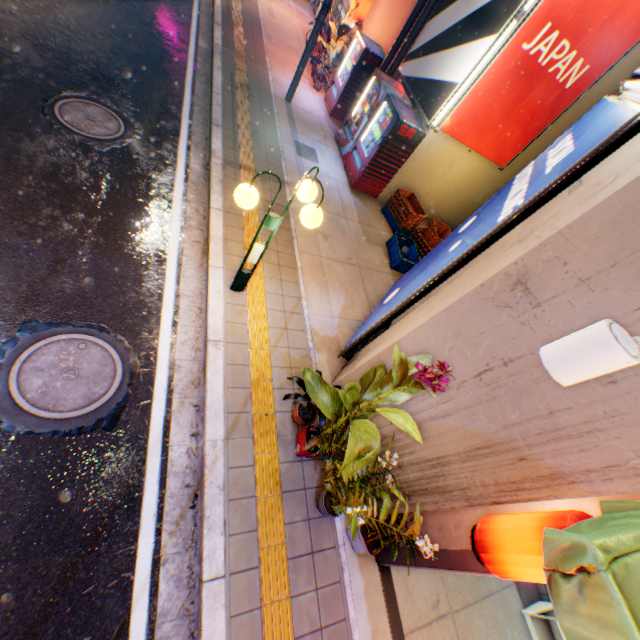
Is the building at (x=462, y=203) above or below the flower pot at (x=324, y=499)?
above

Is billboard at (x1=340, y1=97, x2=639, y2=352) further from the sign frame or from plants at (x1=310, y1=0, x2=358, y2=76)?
plants at (x1=310, y1=0, x2=358, y2=76)

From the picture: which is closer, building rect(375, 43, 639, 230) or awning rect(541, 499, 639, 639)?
awning rect(541, 499, 639, 639)

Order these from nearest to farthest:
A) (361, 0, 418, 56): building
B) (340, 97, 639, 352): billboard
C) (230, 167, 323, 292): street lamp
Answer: (340, 97, 639, 352): billboard
(230, 167, 323, 292): street lamp
(361, 0, 418, 56): building

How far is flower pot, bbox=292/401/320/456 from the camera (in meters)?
4.23

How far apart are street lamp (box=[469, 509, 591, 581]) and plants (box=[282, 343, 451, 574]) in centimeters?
64cm

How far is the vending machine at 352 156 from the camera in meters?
7.7 m

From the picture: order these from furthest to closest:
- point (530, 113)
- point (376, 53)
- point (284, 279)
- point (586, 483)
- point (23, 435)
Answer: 1. point (376, 53)
2. point (530, 113)
3. point (284, 279)
4. point (23, 435)
5. point (586, 483)
